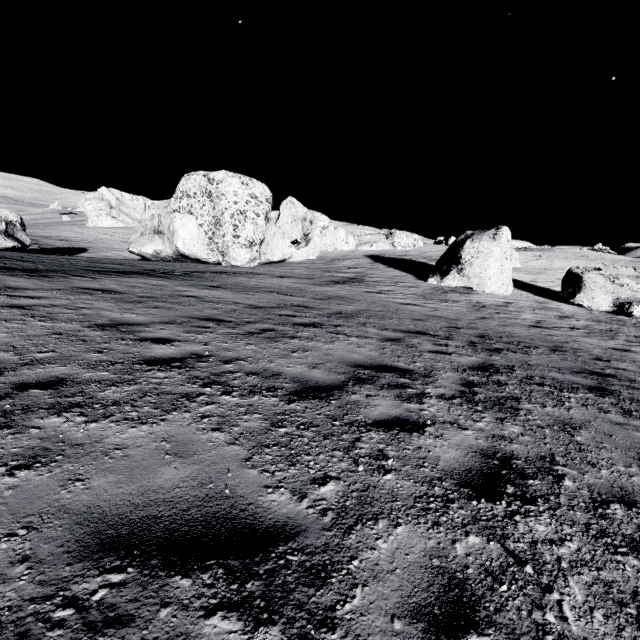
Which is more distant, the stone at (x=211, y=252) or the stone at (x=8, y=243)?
the stone at (x=211, y=252)

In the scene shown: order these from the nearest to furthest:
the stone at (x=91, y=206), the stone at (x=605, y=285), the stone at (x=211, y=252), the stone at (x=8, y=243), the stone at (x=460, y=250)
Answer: the stone at (x=605, y=285) < the stone at (x=8, y=243) < the stone at (x=460, y=250) < the stone at (x=211, y=252) < the stone at (x=91, y=206)

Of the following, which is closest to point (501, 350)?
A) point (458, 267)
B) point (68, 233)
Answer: point (458, 267)

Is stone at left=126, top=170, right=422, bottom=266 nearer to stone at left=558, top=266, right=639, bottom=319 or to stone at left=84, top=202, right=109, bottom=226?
stone at left=558, top=266, right=639, bottom=319

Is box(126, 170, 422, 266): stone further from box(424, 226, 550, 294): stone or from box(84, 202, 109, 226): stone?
box(84, 202, 109, 226): stone

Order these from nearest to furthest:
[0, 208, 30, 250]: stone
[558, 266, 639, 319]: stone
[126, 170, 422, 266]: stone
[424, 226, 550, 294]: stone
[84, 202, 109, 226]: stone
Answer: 1. [558, 266, 639, 319]: stone
2. [0, 208, 30, 250]: stone
3. [424, 226, 550, 294]: stone
4. [126, 170, 422, 266]: stone
5. [84, 202, 109, 226]: stone

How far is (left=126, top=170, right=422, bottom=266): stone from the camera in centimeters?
2470cm

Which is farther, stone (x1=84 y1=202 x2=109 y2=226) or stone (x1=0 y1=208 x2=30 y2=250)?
stone (x1=84 y1=202 x2=109 y2=226)
